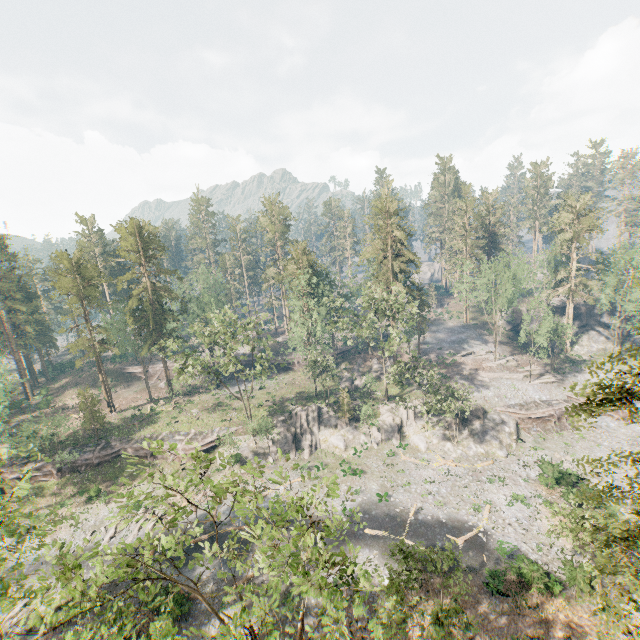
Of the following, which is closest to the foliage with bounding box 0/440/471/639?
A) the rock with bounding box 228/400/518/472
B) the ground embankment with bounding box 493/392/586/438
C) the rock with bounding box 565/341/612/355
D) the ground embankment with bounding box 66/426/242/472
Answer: the ground embankment with bounding box 66/426/242/472

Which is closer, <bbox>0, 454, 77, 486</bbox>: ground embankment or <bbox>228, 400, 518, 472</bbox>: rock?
<bbox>228, 400, 518, 472</bbox>: rock

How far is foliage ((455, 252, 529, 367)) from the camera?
50.94m

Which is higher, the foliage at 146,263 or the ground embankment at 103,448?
the foliage at 146,263

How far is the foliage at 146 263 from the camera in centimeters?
4009cm

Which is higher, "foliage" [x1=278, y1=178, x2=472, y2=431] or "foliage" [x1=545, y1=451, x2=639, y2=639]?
"foliage" [x1=278, y1=178, x2=472, y2=431]

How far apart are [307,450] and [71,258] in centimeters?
4651cm

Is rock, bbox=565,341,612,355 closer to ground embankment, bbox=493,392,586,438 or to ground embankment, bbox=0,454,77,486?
ground embankment, bbox=493,392,586,438
